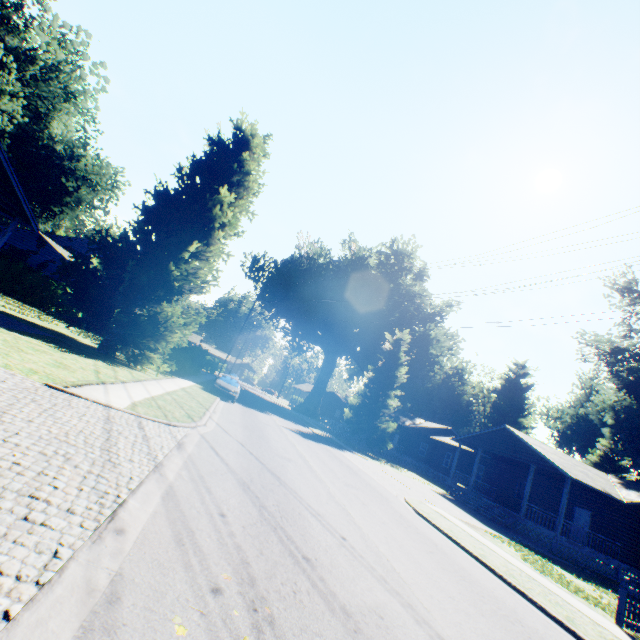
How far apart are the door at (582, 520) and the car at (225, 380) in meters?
25.4

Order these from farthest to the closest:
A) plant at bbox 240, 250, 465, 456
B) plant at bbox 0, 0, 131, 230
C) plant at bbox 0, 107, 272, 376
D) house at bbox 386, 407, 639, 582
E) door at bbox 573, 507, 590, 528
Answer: plant at bbox 240, 250, 465, 456 → door at bbox 573, 507, 590, 528 → plant at bbox 0, 0, 131, 230 → house at bbox 386, 407, 639, 582 → plant at bbox 0, 107, 272, 376

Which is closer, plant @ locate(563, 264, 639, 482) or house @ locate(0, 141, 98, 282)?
house @ locate(0, 141, 98, 282)

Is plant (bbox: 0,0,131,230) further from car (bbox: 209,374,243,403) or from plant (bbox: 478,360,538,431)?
plant (bbox: 478,360,538,431)

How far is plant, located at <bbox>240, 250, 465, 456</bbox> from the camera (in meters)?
33.56

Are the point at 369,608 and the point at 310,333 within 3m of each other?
no

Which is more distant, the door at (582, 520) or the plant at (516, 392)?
the plant at (516, 392)

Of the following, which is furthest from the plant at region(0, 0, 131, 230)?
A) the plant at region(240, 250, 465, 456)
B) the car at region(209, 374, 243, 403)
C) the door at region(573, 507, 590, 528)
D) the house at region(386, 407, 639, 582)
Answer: the door at region(573, 507, 590, 528)
